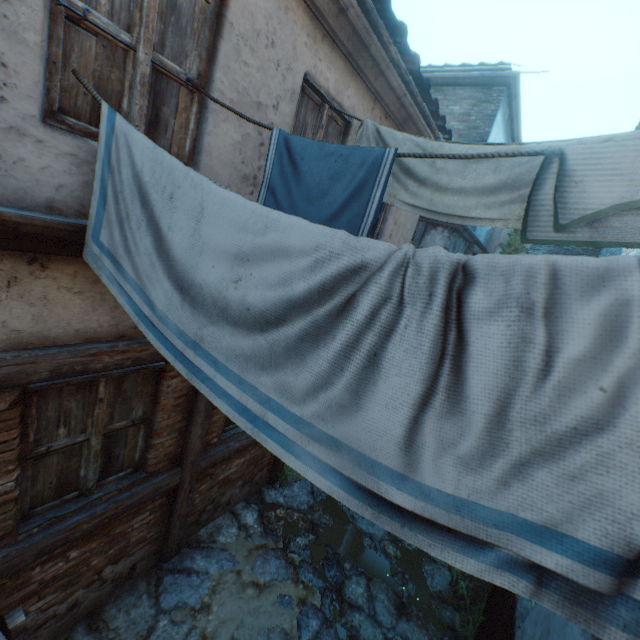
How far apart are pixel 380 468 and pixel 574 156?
1.4m

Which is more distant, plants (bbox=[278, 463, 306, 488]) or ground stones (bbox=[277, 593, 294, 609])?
plants (bbox=[278, 463, 306, 488])

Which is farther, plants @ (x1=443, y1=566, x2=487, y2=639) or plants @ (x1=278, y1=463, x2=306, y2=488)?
plants @ (x1=278, y1=463, x2=306, y2=488)

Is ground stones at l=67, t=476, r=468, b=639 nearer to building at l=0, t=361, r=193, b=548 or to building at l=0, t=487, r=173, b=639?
building at l=0, t=487, r=173, b=639

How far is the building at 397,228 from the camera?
5.96m

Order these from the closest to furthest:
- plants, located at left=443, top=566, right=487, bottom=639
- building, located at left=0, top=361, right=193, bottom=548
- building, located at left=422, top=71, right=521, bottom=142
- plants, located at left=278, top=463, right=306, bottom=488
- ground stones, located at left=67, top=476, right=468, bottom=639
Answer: building, located at left=0, top=361, right=193, bottom=548 < ground stones, located at left=67, top=476, right=468, bottom=639 < plants, located at left=443, top=566, right=487, bottom=639 < plants, located at left=278, top=463, right=306, bottom=488 < building, located at left=422, top=71, right=521, bottom=142

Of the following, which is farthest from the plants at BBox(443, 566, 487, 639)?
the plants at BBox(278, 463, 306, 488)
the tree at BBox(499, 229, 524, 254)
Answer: the tree at BBox(499, 229, 524, 254)
